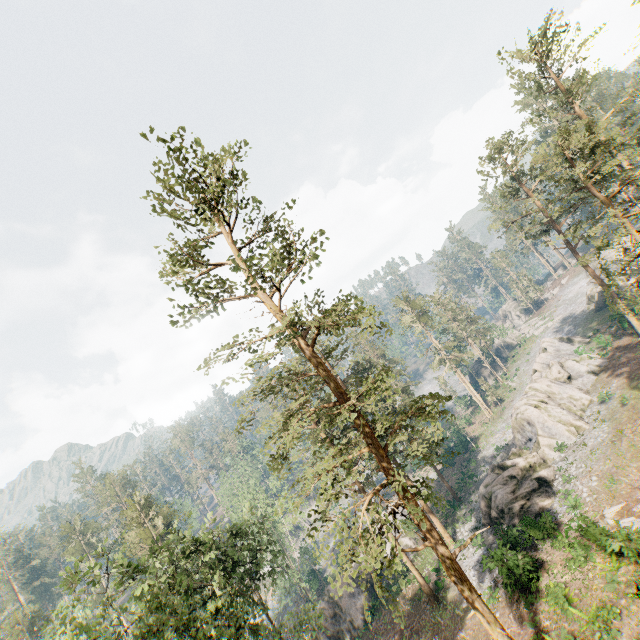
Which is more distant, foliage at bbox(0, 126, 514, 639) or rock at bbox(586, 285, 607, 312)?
rock at bbox(586, 285, 607, 312)

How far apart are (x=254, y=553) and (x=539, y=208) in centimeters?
4650cm

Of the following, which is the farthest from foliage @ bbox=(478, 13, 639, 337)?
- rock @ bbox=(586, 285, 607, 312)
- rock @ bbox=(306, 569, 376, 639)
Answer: rock @ bbox=(586, 285, 607, 312)

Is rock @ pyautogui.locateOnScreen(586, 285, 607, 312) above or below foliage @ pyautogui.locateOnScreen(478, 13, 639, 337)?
below

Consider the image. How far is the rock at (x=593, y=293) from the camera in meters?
52.7 m

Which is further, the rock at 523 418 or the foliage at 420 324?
the foliage at 420 324

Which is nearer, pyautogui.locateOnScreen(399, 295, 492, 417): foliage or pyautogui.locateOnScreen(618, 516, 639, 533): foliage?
pyautogui.locateOnScreen(618, 516, 639, 533): foliage
